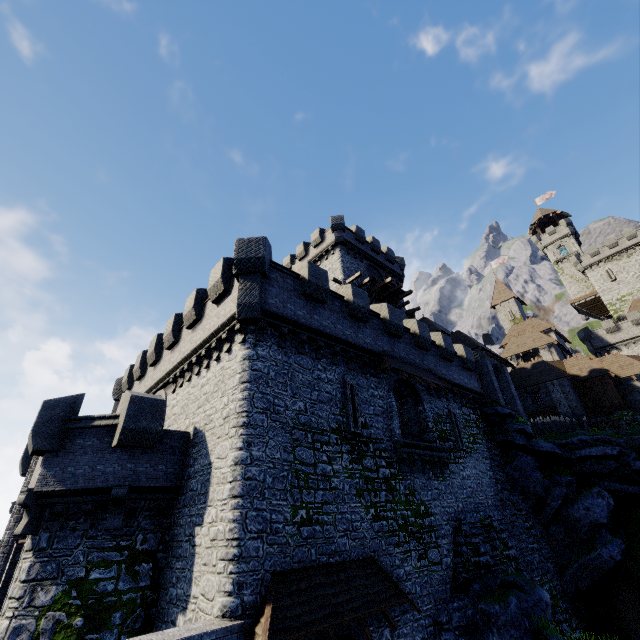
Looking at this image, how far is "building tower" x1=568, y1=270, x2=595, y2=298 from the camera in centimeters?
5751cm

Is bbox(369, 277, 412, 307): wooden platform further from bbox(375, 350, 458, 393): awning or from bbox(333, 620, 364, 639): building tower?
bbox(375, 350, 458, 393): awning

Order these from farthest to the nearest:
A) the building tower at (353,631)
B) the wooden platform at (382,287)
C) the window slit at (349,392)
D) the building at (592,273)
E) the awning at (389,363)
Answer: the building at (592,273) → the wooden platform at (382,287) → the awning at (389,363) → the window slit at (349,392) → the building tower at (353,631)

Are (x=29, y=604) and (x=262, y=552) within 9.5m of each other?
yes

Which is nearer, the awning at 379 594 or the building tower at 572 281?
the awning at 379 594

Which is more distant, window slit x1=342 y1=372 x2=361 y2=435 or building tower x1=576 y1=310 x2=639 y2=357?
building tower x1=576 y1=310 x2=639 y2=357

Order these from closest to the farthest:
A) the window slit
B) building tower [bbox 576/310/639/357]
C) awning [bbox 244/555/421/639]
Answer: awning [bbox 244/555/421/639], the window slit, building tower [bbox 576/310/639/357]

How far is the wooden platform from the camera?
29.9m
